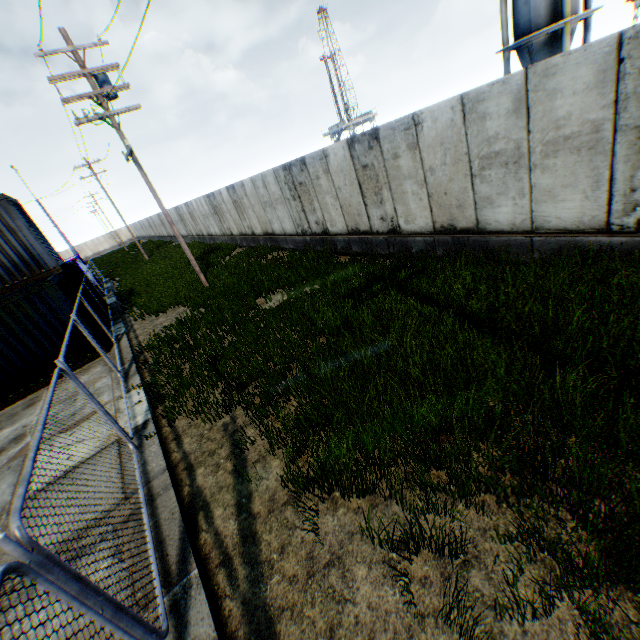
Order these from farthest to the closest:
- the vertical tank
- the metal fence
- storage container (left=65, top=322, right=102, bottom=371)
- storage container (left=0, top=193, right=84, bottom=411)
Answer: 1. the vertical tank
2. storage container (left=65, top=322, right=102, bottom=371)
3. storage container (left=0, top=193, right=84, bottom=411)
4. the metal fence

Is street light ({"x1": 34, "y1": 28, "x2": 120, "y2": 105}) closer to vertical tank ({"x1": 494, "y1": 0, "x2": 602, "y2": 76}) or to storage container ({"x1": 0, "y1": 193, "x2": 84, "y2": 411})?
storage container ({"x1": 0, "y1": 193, "x2": 84, "y2": 411})

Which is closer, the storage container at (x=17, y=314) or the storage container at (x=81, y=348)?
the storage container at (x=17, y=314)

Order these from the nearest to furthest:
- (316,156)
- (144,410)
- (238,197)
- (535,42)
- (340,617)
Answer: (340,617) → (144,410) → (316,156) → (238,197) → (535,42)

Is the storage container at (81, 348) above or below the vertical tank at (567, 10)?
below

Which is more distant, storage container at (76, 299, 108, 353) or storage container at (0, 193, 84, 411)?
storage container at (76, 299, 108, 353)

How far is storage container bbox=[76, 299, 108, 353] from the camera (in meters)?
11.14
